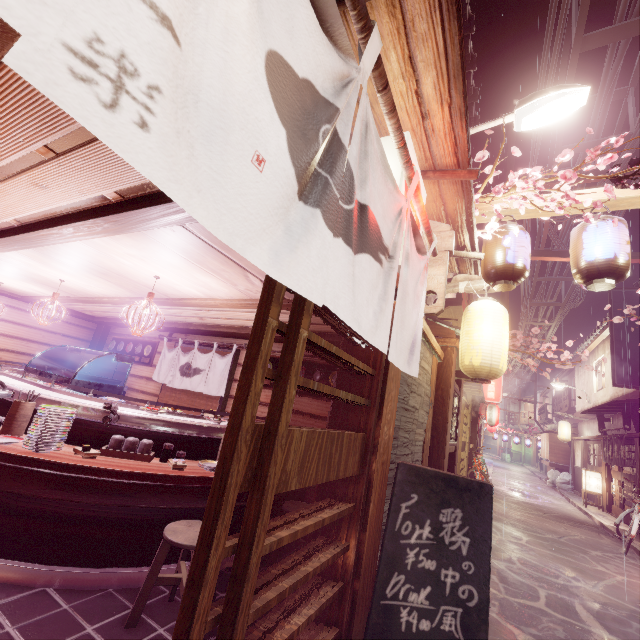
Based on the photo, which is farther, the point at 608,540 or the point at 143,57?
the point at 608,540

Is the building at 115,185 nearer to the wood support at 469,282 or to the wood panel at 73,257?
the wood panel at 73,257

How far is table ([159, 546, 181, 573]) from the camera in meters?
5.4 m

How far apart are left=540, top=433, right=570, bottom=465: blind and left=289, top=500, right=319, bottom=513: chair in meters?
39.6 m

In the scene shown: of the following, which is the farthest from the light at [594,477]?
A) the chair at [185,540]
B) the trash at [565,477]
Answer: the chair at [185,540]

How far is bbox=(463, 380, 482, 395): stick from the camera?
14.8m

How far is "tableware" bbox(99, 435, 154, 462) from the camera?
5.4m

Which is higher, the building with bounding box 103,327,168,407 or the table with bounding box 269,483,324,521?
the building with bounding box 103,327,168,407
